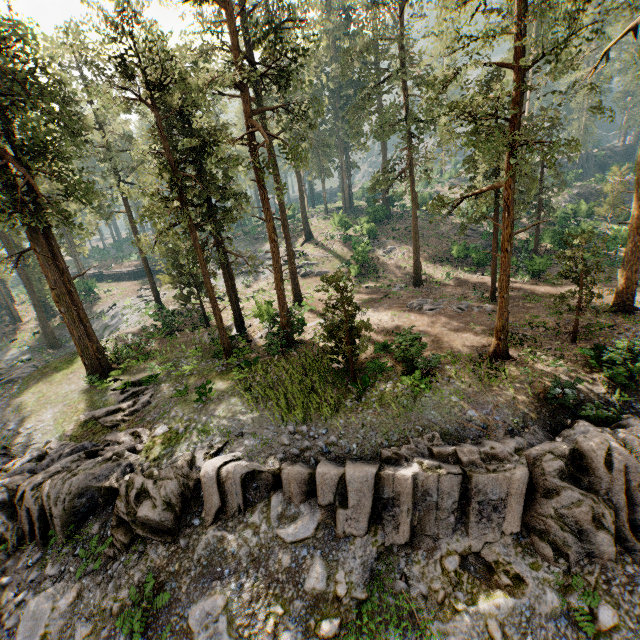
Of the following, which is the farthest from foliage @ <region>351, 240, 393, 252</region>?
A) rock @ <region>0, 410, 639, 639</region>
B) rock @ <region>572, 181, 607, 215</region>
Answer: rock @ <region>572, 181, 607, 215</region>

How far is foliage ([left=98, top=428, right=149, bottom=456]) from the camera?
14.94m

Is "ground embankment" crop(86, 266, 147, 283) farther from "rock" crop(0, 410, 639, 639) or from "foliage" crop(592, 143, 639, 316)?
"rock" crop(0, 410, 639, 639)

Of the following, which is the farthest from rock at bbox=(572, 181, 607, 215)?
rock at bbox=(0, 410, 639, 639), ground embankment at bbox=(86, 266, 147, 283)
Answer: ground embankment at bbox=(86, 266, 147, 283)

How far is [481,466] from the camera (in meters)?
11.09

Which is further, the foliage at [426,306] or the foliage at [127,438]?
the foliage at [426,306]

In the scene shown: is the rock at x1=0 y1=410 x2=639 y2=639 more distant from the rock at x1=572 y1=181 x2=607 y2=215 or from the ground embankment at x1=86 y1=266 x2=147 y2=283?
the rock at x1=572 y1=181 x2=607 y2=215

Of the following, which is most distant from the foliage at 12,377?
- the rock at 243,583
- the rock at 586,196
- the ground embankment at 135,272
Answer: the rock at 586,196
